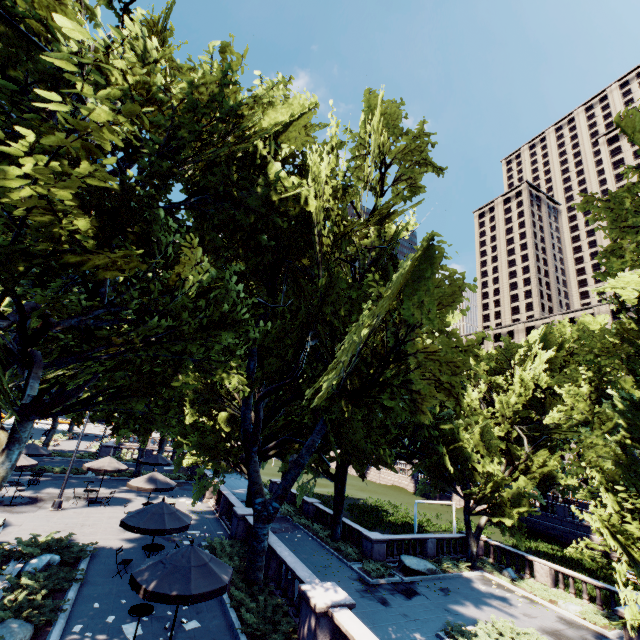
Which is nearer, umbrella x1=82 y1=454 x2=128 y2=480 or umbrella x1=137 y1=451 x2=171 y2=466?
umbrella x1=82 y1=454 x2=128 y2=480

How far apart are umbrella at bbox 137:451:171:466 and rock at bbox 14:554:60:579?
14.8 meters

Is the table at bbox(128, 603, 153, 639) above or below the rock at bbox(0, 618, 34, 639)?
above

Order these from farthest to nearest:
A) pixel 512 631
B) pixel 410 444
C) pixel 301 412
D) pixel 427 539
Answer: pixel 427 539 → pixel 410 444 → pixel 301 412 → pixel 512 631

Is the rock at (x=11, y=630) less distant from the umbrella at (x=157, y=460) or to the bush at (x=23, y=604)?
the bush at (x=23, y=604)

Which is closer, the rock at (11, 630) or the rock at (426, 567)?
the rock at (11, 630)

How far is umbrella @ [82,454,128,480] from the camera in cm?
2219

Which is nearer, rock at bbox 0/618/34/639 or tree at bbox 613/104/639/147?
rock at bbox 0/618/34/639
